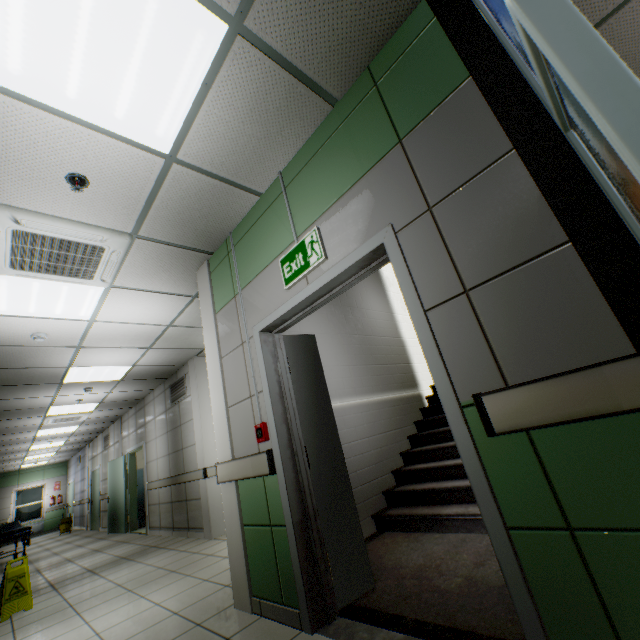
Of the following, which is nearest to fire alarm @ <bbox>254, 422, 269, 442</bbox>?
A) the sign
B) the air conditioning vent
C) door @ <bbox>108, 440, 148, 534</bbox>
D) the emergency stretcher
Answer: the air conditioning vent

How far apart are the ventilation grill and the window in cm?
1624

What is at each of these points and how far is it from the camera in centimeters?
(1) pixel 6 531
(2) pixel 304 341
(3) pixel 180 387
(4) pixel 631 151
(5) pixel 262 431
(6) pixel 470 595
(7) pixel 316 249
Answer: (1) emergency stretcher, 856cm
(2) door, 304cm
(3) ventilation grill, 703cm
(4) doorway, 58cm
(5) fire alarm, 257cm
(6) stairs, 204cm
(7) exit sign, 229cm

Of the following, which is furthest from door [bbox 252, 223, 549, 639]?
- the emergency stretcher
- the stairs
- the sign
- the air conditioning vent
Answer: the emergency stretcher

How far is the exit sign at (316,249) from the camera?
2.3 meters

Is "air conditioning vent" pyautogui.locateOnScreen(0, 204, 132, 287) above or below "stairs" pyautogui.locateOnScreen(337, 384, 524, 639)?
above

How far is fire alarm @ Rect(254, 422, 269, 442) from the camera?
2.6 meters

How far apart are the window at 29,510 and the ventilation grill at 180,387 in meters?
16.2 m
